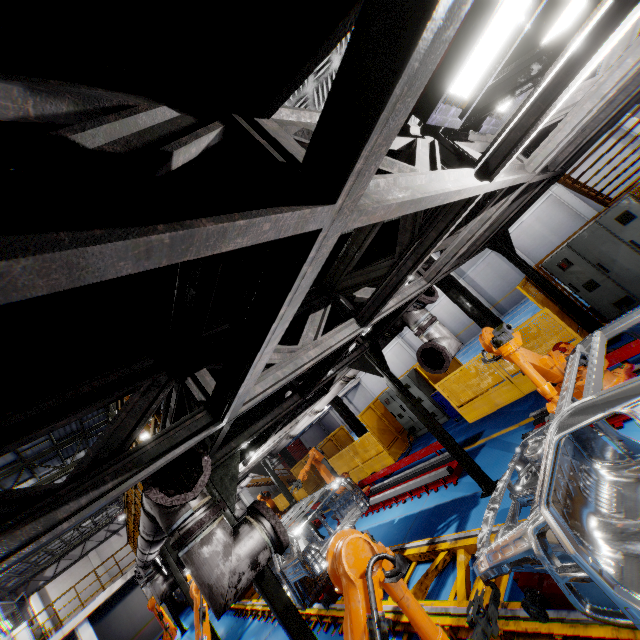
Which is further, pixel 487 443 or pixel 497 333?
pixel 487 443

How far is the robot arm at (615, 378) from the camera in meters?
A: 4.8

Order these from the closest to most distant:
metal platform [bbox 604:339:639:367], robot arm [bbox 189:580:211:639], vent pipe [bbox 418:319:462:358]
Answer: metal platform [bbox 604:339:639:367] → vent pipe [bbox 418:319:462:358] → robot arm [bbox 189:580:211:639]

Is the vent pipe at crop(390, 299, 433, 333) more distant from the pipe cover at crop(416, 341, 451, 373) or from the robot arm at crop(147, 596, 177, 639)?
the robot arm at crop(147, 596, 177, 639)

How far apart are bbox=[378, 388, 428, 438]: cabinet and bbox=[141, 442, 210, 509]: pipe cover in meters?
10.2 m

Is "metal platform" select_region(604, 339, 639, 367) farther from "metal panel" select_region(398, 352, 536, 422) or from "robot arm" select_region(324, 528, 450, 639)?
"robot arm" select_region(324, 528, 450, 639)

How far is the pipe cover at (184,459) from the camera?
2.8m

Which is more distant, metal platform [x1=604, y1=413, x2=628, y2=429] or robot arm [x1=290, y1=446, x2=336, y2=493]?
robot arm [x1=290, y1=446, x2=336, y2=493]
